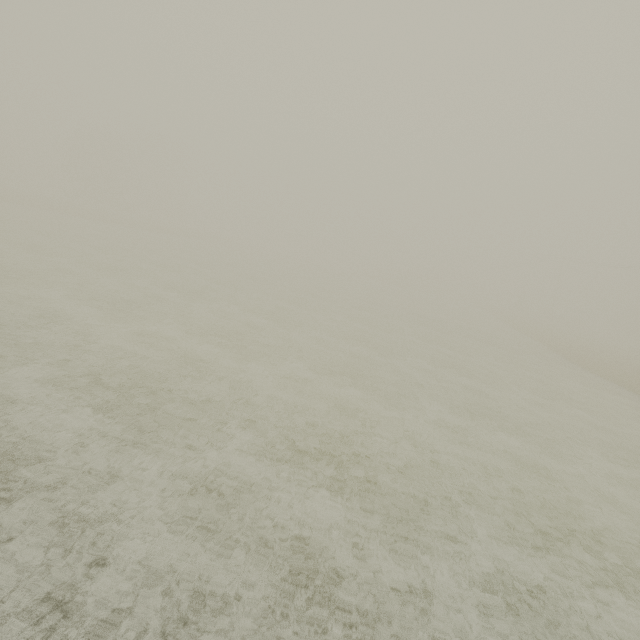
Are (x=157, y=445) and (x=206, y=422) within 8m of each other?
yes
